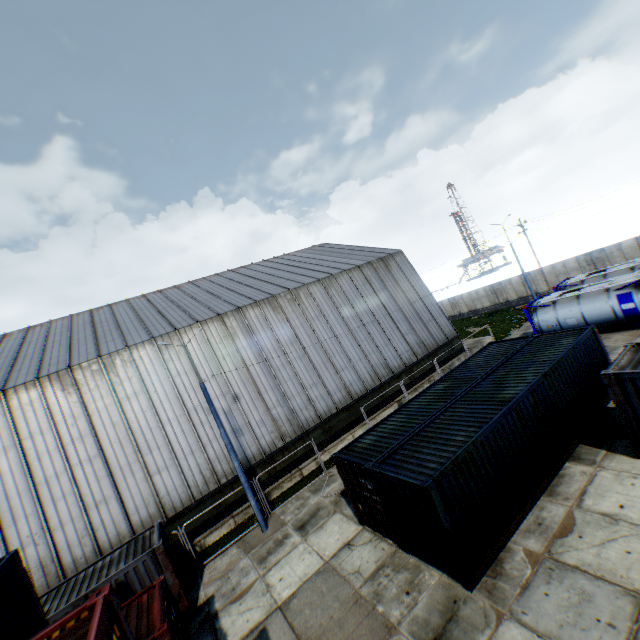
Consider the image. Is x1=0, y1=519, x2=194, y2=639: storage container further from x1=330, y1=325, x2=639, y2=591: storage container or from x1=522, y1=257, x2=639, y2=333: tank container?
x1=522, y1=257, x2=639, y2=333: tank container

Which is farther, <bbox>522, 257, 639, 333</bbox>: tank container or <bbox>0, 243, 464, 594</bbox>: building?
<bbox>522, 257, 639, 333</bbox>: tank container

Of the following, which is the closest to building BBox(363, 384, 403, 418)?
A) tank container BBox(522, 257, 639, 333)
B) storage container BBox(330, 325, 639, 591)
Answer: tank container BBox(522, 257, 639, 333)

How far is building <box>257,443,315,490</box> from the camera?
19.0 meters

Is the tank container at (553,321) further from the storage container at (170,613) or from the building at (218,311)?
the storage container at (170,613)

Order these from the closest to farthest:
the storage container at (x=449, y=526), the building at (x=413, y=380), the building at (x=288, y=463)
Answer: the storage container at (x=449, y=526) < the building at (x=288, y=463) < the building at (x=413, y=380)

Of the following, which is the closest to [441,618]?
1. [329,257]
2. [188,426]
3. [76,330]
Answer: [188,426]
